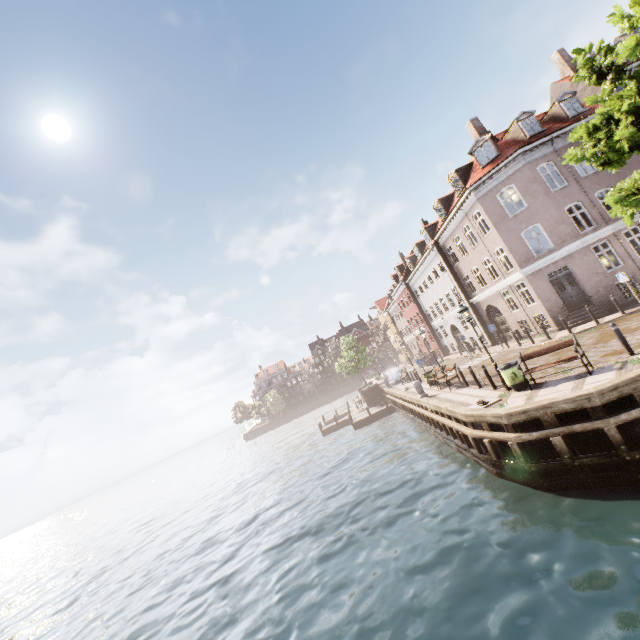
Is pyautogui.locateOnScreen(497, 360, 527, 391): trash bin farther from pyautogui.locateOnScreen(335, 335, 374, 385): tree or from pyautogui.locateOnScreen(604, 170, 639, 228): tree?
pyautogui.locateOnScreen(335, 335, 374, 385): tree

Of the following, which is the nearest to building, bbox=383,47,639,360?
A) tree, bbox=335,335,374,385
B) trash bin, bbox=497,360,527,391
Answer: tree, bbox=335,335,374,385

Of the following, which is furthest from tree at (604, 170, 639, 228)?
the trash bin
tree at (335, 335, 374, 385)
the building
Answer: tree at (335, 335, 374, 385)

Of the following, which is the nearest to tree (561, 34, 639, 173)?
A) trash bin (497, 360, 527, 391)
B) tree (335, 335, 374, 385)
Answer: trash bin (497, 360, 527, 391)

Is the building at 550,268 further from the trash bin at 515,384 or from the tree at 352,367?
the trash bin at 515,384

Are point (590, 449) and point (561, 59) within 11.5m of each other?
Result: no

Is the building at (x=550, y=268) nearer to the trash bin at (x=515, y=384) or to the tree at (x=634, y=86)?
the tree at (x=634, y=86)
